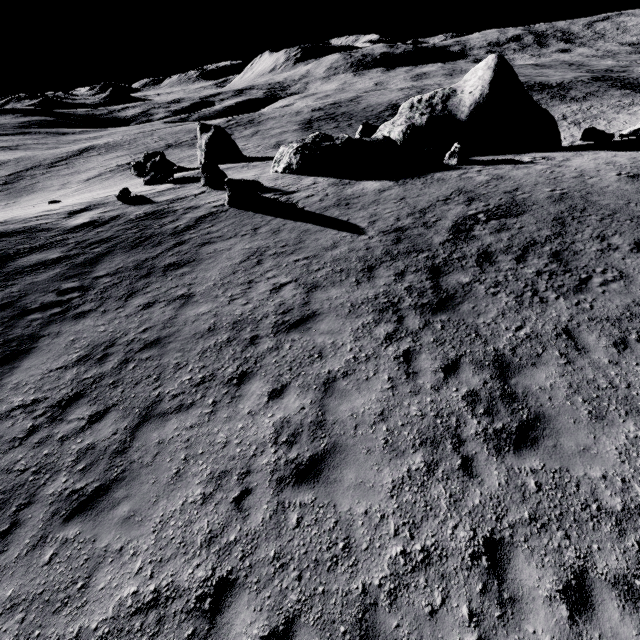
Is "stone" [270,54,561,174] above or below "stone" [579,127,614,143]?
above

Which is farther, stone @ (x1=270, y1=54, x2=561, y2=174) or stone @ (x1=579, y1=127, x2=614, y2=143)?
stone @ (x1=579, y1=127, x2=614, y2=143)

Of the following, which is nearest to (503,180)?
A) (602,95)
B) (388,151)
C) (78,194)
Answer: (388,151)

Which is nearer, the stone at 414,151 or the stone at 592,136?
the stone at 414,151

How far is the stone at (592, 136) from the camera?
24.1m

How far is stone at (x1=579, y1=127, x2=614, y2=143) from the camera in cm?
2414
